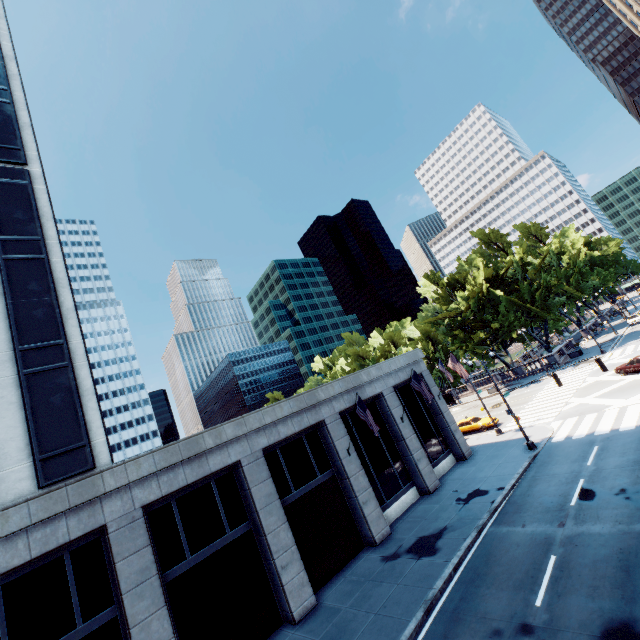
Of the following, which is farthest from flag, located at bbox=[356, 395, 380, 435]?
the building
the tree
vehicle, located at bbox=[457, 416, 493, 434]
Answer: the tree

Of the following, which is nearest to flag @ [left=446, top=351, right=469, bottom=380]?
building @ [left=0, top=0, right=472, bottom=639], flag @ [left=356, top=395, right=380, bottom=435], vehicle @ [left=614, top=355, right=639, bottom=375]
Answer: building @ [left=0, top=0, right=472, bottom=639]

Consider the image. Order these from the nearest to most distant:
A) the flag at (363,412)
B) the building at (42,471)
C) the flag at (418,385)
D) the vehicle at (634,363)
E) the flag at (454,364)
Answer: the building at (42,471)
the flag at (363,412)
the flag at (418,385)
the flag at (454,364)
the vehicle at (634,363)

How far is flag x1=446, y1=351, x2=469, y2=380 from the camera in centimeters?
2575cm

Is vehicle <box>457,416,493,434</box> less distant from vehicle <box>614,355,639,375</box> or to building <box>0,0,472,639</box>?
building <box>0,0,472,639</box>

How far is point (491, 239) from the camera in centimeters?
5319cm

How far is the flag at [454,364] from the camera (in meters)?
25.75

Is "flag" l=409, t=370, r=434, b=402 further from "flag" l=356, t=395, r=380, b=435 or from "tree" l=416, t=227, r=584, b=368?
"tree" l=416, t=227, r=584, b=368
